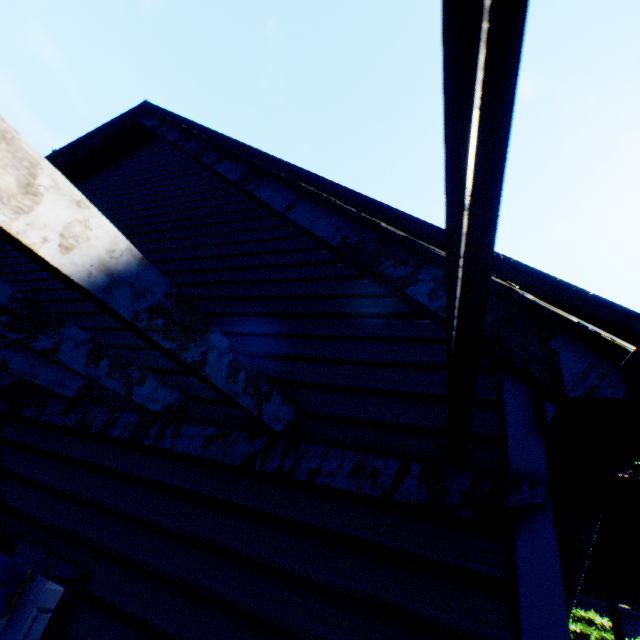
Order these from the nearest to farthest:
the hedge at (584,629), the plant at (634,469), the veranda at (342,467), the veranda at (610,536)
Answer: the veranda at (342,467)
the veranda at (610,536)
the hedge at (584,629)
the plant at (634,469)

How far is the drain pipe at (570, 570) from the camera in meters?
1.4

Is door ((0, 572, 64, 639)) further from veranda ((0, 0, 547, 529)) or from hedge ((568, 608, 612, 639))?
hedge ((568, 608, 612, 639))

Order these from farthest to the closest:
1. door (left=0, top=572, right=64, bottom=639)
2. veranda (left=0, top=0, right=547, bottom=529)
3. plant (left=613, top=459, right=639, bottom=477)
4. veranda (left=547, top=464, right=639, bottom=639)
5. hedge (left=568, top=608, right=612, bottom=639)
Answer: plant (left=613, top=459, right=639, bottom=477) → hedge (left=568, top=608, right=612, bottom=639) → door (left=0, top=572, right=64, bottom=639) → veranda (left=547, top=464, right=639, bottom=639) → veranda (left=0, top=0, right=547, bottom=529)

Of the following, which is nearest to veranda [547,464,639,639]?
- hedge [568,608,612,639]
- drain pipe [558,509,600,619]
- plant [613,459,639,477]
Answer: drain pipe [558,509,600,619]

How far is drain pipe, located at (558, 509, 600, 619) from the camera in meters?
1.4 m

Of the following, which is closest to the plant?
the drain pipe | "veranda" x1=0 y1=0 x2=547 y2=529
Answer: "veranda" x1=0 y1=0 x2=547 y2=529

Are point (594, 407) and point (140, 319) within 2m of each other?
yes
